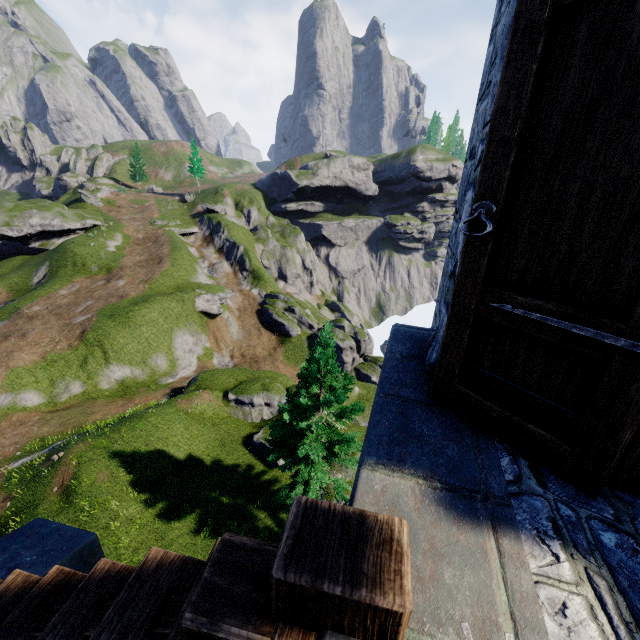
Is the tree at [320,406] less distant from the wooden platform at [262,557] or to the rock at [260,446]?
the rock at [260,446]

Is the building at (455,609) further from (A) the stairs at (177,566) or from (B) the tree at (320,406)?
(B) the tree at (320,406)

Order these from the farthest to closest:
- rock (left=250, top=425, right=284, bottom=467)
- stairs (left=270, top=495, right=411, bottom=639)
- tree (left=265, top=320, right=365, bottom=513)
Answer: rock (left=250, top=425, right=284, bottom=467) < tree (left=265, top=320, right=365, bottom=513) < stairs (left=270, top=495, right=411, bottom=639)

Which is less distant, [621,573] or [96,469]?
[621,573]

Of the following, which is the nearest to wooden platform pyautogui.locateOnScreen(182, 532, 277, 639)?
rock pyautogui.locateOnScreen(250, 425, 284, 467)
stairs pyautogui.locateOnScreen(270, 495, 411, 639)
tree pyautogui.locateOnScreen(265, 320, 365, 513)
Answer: stairs pyautogui.locateOnScreen(270, 495, 411, 639)

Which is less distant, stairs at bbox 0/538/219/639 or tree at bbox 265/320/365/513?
stairs at bbox 0/538/219/639

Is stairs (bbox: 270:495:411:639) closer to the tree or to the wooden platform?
the wooden platform
